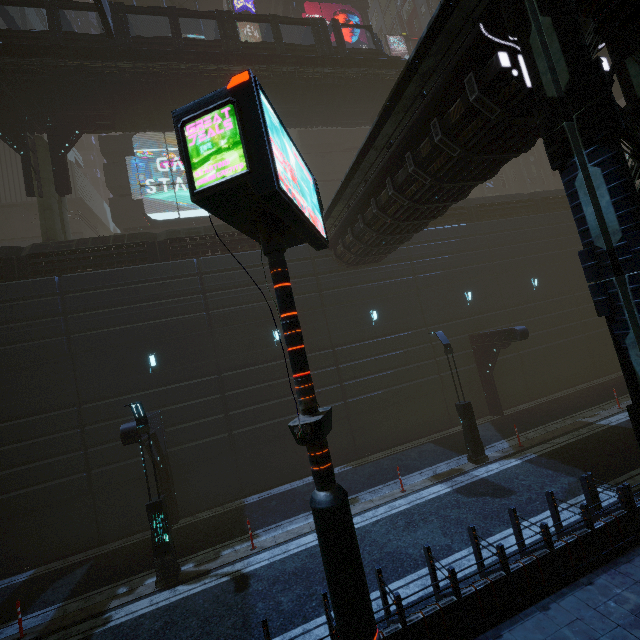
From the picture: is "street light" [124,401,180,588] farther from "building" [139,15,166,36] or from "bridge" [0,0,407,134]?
"bridge" [0,0,407,134]

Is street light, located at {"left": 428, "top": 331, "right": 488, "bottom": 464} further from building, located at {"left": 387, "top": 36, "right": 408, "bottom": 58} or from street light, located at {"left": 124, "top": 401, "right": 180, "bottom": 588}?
street light, located at {"left": 124, "top": 401, "right": 180, "bottom": 588}

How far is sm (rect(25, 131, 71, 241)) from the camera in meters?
17.3 m

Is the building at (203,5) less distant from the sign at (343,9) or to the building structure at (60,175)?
the building structure at (60,175)

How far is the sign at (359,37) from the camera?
31.9m

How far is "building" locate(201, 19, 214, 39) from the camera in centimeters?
3683cm

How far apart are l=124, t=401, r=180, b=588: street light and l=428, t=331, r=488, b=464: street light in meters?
11.3

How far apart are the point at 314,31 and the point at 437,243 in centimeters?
1600cm
